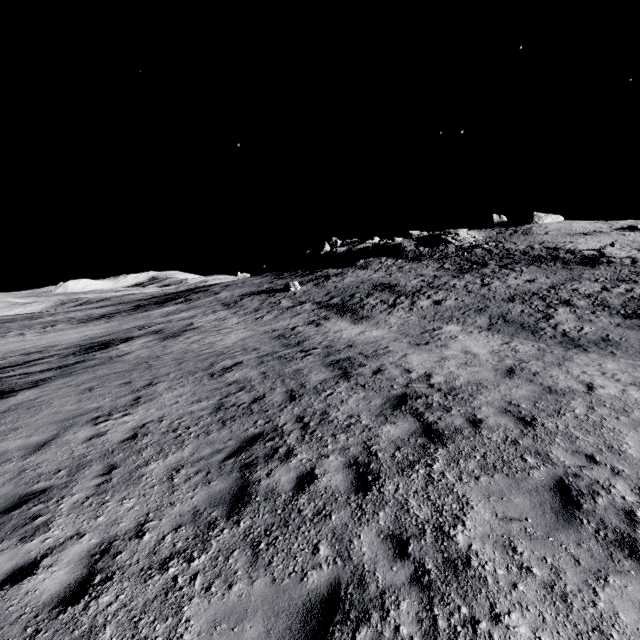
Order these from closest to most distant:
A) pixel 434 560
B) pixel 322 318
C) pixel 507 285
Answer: pixel 434 560
pixel 322 318
pixel 507 285

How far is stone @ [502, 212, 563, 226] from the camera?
56.91m

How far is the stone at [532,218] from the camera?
56.9 meters
